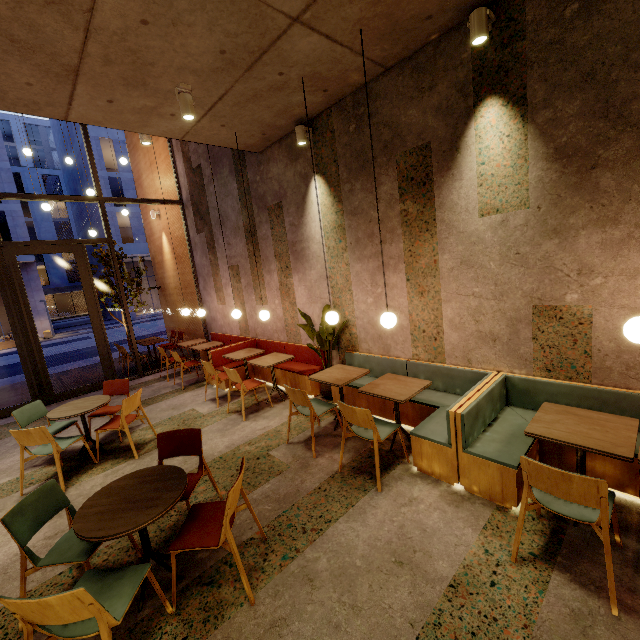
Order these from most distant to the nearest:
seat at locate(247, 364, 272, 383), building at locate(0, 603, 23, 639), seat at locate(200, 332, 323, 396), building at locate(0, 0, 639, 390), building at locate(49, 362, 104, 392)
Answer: building at locate(49, 362, 104, 392)
seat at locate(247, 364, 272, 383)
seat at locate(200, 332, 323, 396)
building at locate(0, 0, 639, 390)
building at locate(0, 603, 23, 639)

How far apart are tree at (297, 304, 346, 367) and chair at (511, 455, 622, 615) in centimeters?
320cm

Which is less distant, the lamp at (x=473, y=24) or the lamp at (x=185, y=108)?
the lamp at (x=473, y=24)

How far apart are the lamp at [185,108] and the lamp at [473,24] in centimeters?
308cm

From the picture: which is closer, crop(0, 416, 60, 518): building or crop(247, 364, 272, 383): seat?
crop(0, 416, 60, 518): building

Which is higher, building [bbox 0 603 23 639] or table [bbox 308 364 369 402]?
table [bbox 308 364 369 402]

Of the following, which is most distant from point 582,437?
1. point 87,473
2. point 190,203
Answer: point 190,203

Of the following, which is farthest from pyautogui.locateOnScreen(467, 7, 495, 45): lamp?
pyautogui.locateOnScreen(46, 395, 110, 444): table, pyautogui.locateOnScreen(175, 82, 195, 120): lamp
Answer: pyautogui.locateOnScreen(46, 395, 110, 444): table
